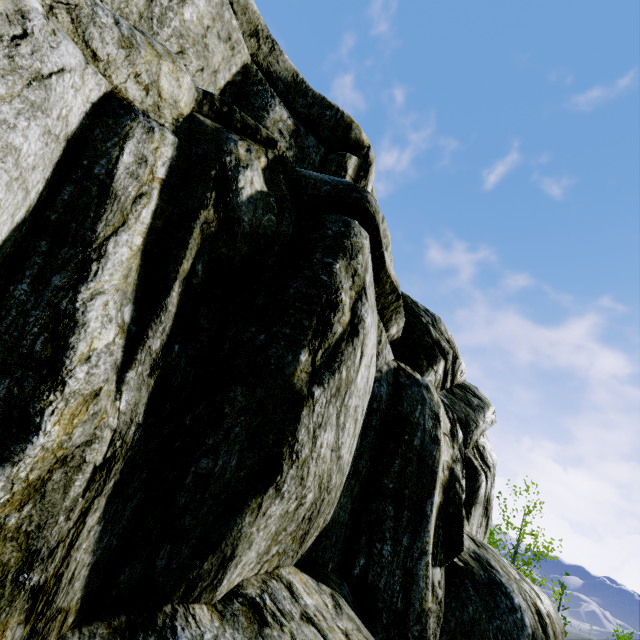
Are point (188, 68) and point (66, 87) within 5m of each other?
yes
